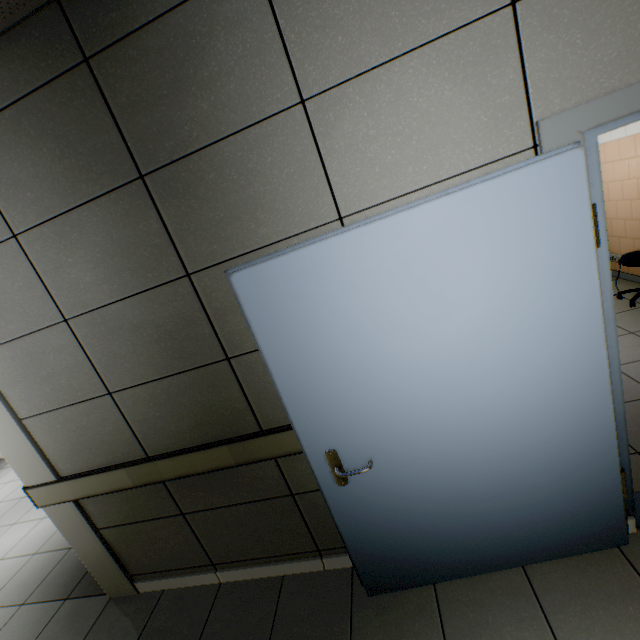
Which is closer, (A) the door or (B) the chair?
(A) the door

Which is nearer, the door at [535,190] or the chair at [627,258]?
the door at [535,190]

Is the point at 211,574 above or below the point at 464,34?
below
